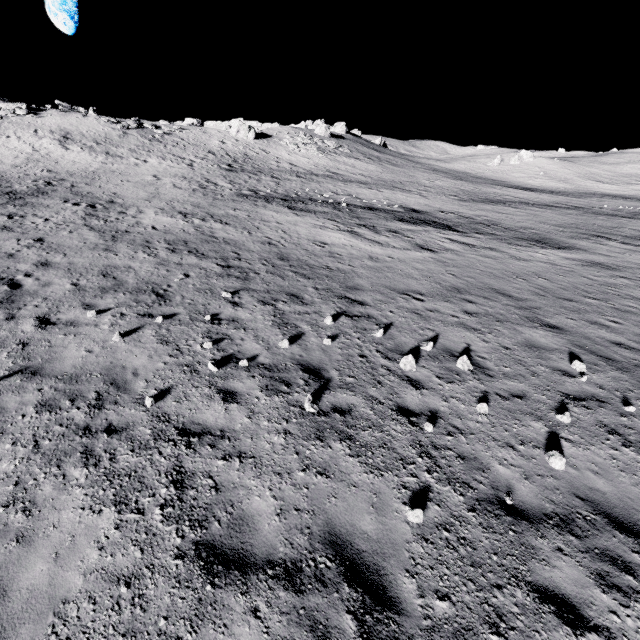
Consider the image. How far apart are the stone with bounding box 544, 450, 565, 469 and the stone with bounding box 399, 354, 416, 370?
2.9 meters

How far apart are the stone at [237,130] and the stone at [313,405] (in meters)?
54.40

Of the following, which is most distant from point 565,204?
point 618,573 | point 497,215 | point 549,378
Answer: point 618,573

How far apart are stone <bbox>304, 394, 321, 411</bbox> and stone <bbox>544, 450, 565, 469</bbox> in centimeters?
417cm

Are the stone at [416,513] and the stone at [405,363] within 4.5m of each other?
yes

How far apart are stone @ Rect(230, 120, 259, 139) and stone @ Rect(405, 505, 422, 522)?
56.9 meters

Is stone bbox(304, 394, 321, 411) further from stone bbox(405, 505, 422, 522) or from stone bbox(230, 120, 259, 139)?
stone bbox(230, 120, 259, 139)

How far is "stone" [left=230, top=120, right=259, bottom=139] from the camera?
49.4 meters
